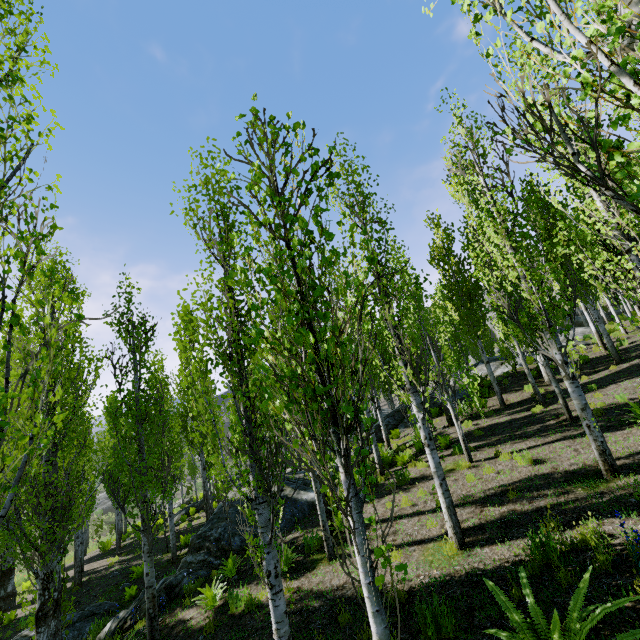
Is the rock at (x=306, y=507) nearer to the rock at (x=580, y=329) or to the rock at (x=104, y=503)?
the rock at (x=580, y=329)

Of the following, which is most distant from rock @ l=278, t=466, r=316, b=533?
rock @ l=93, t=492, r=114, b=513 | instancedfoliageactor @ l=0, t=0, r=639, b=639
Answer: rock @ l=93, t=492, r=114, b=513

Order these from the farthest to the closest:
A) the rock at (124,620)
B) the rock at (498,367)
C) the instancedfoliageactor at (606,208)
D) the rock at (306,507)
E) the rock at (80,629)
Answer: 1. the rock at (498,367)
2. the rock at (306,507)
3. the rock at (80,629)
4. the rock at (124,620)
5. the instancedfoliageactor at (606,208)

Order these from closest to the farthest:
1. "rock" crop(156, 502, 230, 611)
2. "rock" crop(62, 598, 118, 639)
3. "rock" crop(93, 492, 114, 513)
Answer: "rock" crop(156, 502, 230, 611), "rock" crop(62, 598, 118, 639), "rock" crop(93, 492, 114, 513)

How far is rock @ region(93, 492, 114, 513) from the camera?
52.7 meters

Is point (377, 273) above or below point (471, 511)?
above

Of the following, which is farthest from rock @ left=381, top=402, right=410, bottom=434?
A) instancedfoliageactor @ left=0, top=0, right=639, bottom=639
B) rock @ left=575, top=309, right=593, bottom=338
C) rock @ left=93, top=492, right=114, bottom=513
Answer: rock @ left=93, top=492, right=114, bottom=513
